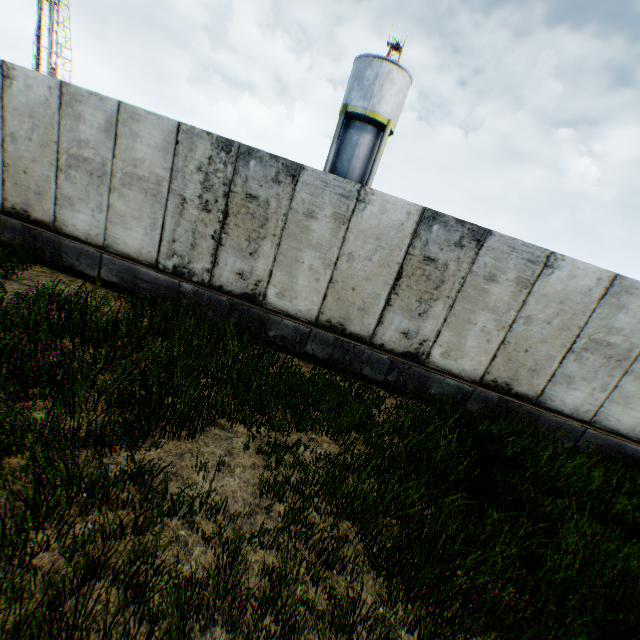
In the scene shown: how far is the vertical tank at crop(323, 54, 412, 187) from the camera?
20.1 meters

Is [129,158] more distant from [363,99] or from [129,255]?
[363,99]

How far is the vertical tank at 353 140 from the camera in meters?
20.1 m
